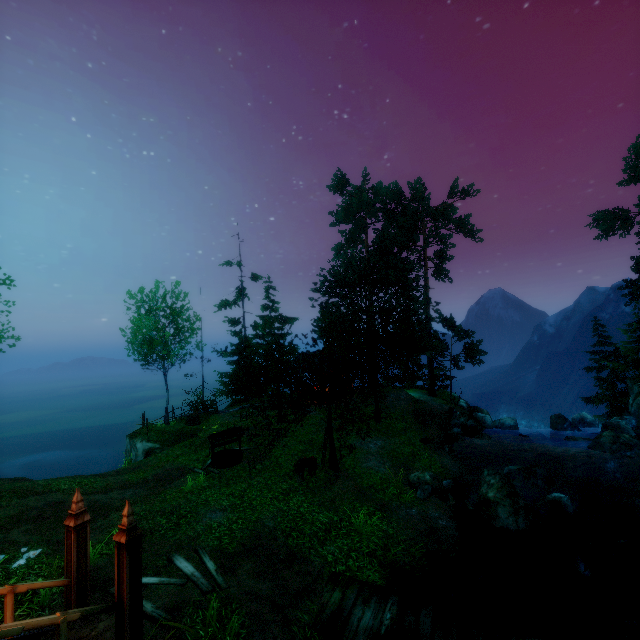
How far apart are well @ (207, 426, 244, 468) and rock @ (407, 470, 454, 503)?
8.3 meters

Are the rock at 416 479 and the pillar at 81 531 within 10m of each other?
no

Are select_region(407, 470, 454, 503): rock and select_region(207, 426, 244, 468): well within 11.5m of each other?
yes

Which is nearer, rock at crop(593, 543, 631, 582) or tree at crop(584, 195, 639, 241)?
rock at crop(593, 543, 631, 582)

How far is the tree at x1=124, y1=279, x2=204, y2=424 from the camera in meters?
22.2

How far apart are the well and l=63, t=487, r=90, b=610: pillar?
9.1 meters

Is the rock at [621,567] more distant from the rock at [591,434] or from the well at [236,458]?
the well at [236,458]

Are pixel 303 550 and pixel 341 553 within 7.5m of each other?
yes
